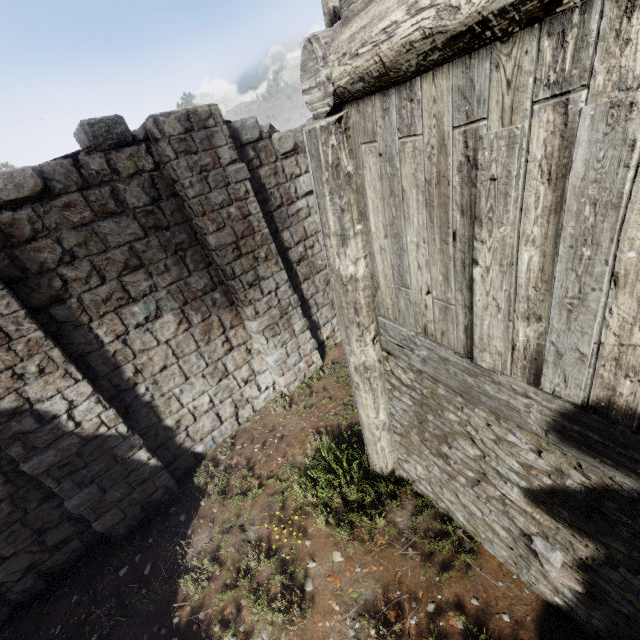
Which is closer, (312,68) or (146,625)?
(312,68)
